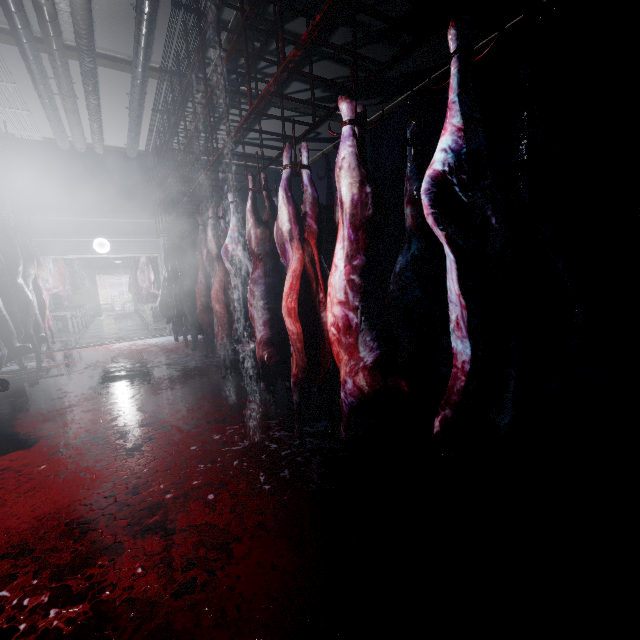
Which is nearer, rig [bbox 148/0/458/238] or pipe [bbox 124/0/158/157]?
rig [bbox 148/0/458/238]

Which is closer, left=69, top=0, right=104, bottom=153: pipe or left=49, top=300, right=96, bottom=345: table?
left=69, top=0, right=104, bottom=153: pipe

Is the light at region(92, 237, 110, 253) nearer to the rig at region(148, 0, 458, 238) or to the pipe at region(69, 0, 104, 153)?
the rig at region(148, 0, 458, 238)

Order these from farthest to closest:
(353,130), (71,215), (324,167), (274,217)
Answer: (324,167) → (71,215) → (274,217) → (353,130)

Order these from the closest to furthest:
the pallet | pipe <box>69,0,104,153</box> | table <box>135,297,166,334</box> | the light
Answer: pipe <box>69,0,104,153</box>, the pallet, the light, table <box>135,297,166,334</box>

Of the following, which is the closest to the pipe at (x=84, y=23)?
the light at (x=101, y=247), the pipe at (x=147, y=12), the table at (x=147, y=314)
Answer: the pipe at (x=147, y=12)

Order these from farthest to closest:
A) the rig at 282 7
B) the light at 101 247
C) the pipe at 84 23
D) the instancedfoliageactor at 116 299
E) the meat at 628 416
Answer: the instancedfoliageactor at 116 299 → the light at 101 247 → the pipe at 84 23 → the rig at 282 7 → the meat at 628 416

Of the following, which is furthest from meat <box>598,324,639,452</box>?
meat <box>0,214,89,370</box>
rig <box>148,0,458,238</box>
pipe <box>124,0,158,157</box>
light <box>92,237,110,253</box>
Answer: light <box>92,237,110,253</box>
